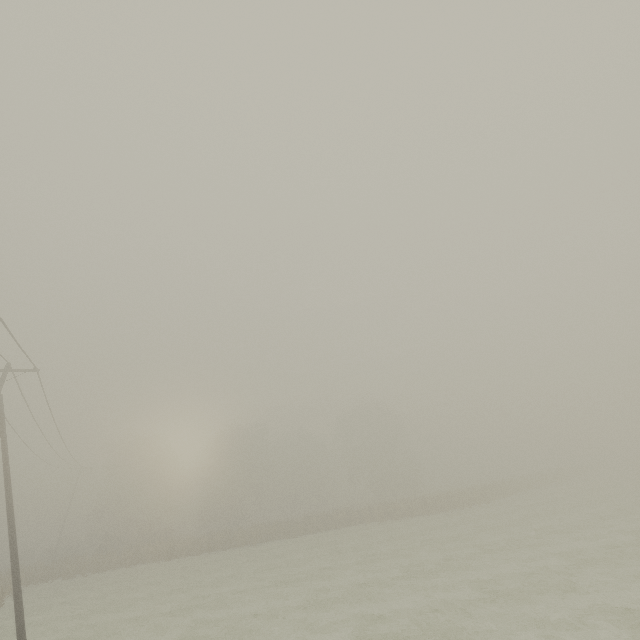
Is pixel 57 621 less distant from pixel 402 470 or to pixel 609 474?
pixel 402 470
